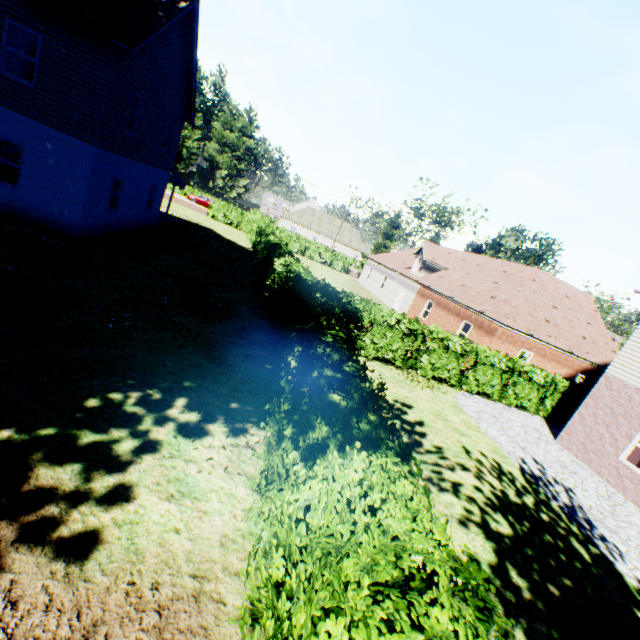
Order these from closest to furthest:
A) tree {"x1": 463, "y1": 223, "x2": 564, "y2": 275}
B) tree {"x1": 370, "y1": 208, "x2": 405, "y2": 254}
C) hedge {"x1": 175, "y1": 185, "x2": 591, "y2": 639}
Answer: hedge {"x1": 175, "y1": 185, "x2": 591, "y2": 639}, tree {"x1": 463, "y1": 223, "x2": 564, "y2": 275}, tree {"x1": 370, "y1": 208, "x2": 405, "y2": 254}

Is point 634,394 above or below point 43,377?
above

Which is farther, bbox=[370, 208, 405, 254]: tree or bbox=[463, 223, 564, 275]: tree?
bbox=[370, 208, 405, 254]: tree

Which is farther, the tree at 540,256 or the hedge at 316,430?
the tree at 540,256

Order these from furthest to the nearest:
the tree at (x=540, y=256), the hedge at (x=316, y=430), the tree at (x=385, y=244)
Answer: the tree at (x=385, y=244), the tree at (x=540, y=256), the hedge at (x=316, y=430)

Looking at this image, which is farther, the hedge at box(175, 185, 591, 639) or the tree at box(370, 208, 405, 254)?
the tree at box(370, 208, 405, 254)

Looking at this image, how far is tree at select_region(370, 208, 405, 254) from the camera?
42.3 meters
